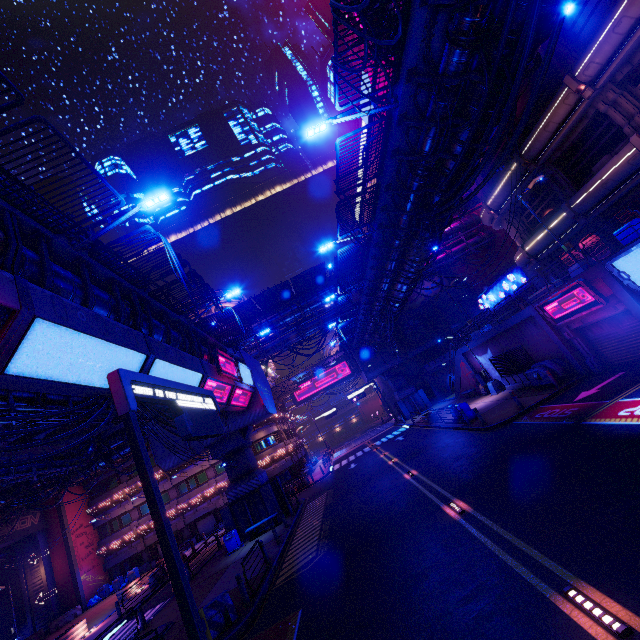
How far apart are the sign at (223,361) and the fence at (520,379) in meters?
19.0

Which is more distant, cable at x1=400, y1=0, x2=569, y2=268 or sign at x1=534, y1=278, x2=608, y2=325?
sign at x1=534, y1=278, x2=608, y2=325

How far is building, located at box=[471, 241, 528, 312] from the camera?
37.4 meters

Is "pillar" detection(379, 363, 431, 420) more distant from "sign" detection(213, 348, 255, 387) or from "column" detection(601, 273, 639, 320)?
"column" detection(601, 273, 639, 320)

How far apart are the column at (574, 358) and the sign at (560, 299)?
0.45m

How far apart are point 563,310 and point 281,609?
18.5 meters

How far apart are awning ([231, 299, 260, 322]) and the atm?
22.7 meters

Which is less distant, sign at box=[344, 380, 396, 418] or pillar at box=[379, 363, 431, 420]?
pillar at box=[379, 363, 431, 420]
